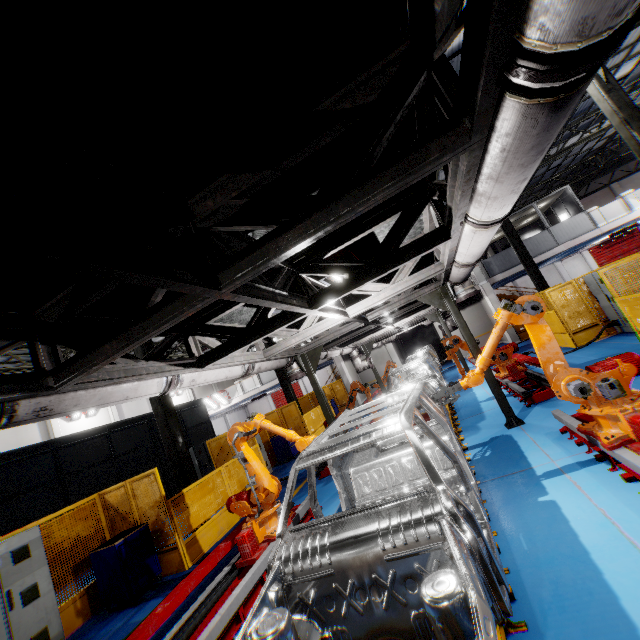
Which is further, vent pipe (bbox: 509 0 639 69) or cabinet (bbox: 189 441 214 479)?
cabinet (bbox: 189 441 214 479)

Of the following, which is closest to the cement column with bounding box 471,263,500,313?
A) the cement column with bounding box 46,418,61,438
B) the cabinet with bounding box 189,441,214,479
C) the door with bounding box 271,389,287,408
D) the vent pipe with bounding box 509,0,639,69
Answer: the vent pipe with bounding box 509,0,639,69

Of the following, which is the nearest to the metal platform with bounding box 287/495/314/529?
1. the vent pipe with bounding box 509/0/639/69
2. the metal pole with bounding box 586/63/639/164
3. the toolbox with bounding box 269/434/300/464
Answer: the vent pipe with bounding box 509/0/639/69

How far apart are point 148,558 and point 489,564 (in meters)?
7.66

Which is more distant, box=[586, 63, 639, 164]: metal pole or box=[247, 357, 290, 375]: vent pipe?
box=[586, 63, 639, 164]: metal pole

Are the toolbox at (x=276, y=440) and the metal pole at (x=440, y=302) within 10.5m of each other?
yes

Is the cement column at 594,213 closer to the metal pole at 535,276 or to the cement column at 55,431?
the metal pole at 535,276

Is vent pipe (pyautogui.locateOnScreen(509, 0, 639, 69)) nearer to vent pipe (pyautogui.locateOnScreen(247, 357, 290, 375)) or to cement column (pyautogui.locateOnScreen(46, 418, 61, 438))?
vent pipe (pyautogui.locateOnScreen(247, 357, 290, 375))
